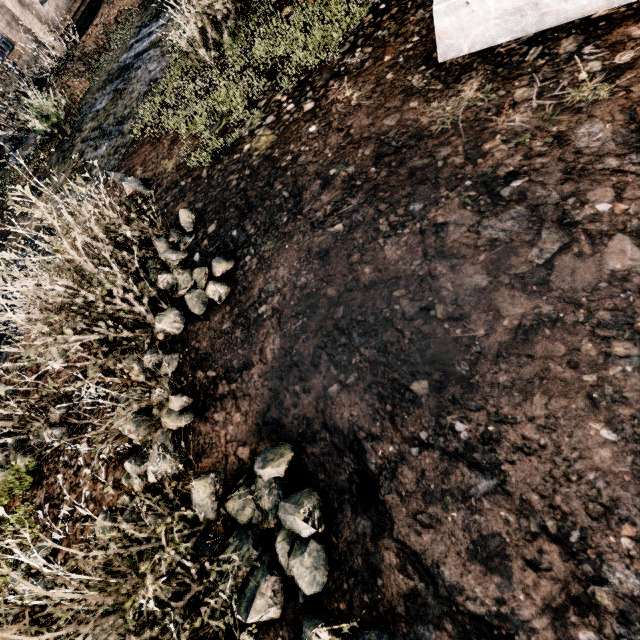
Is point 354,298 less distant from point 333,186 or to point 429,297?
point 429,297

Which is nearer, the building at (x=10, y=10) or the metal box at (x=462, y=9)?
the metal box at (x=462, y=9)

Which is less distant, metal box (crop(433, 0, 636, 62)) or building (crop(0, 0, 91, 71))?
metal box (crop(433, 0, 636, 62))
